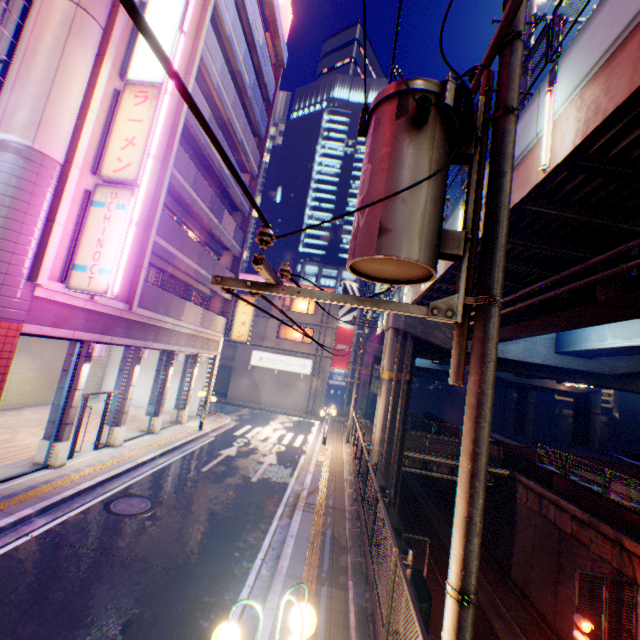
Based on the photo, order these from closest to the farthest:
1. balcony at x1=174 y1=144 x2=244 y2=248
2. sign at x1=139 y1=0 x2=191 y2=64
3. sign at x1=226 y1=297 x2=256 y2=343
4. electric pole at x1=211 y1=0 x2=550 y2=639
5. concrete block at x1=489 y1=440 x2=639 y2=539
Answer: electric pole at x1=211 y1=0 x2=550 y2=639
sign at x1=139 y1=0 x2=191 y2=64
concrete block at x1=489 y1=440 x2=639 y2=539
balcony at x1=174 y1=144 x2=244 y2=248
sign at x1=226 y1=297 x2=256 y2=343

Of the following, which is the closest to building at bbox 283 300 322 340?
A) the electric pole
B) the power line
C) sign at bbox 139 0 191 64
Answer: the electric pole

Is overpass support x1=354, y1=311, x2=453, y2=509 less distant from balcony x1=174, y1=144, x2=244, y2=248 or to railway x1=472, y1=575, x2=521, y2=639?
railway x1=472, y1=575, x2=521, y2=639

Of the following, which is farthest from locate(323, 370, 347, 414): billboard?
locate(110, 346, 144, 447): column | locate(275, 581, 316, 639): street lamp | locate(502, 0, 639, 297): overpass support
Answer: locate(275, 581, 316, 639): street lamp

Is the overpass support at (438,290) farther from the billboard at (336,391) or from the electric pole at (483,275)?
the billboard at (336,391)

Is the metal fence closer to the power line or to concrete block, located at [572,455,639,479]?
concrete block, located at [572,455,639,479]

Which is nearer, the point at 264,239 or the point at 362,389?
the point at 264,239

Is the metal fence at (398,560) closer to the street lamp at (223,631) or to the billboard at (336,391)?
the street lamp at (223,631)
